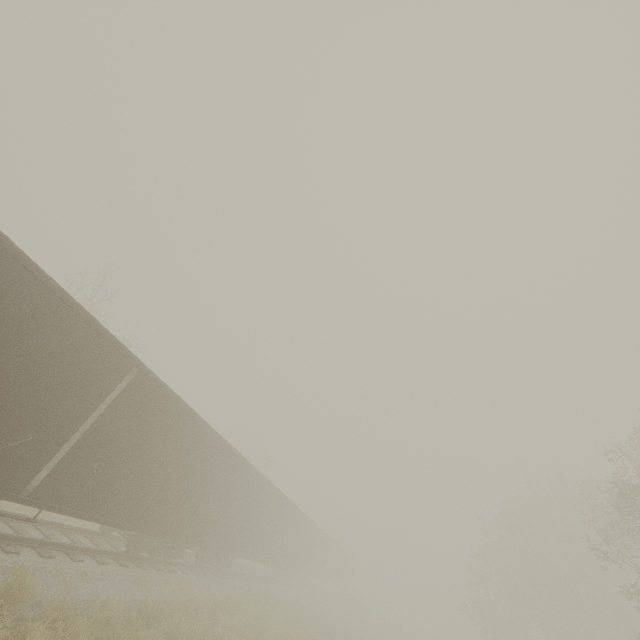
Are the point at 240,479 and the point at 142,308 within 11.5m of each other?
yes

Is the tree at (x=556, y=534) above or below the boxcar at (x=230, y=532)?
above

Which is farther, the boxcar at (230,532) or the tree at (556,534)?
the tree at (556,534)

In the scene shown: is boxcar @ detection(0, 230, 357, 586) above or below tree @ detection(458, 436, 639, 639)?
below

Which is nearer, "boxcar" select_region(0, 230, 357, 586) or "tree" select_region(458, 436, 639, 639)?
"boxcar" select_region(0, 230, 357, 586)
